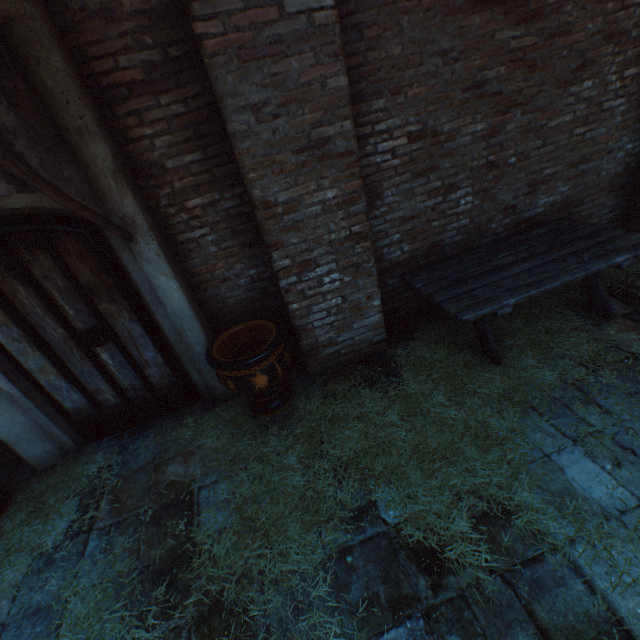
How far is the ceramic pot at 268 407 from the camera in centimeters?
292cm

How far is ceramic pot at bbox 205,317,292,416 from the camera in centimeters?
292cm

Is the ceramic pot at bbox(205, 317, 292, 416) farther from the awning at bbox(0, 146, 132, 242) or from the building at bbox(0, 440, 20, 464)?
the building at bbox(0, 440, 20, 464)

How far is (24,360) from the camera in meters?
3.1 m

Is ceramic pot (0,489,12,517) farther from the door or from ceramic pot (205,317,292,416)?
ceramic pot (205,317,292,416)

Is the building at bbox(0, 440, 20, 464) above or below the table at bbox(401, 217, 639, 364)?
below

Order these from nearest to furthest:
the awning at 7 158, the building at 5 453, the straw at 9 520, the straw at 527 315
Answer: the awning at 7 158 < the straw at 527 315 < the straw at 9 520 < the building at 5 453

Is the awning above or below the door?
above
